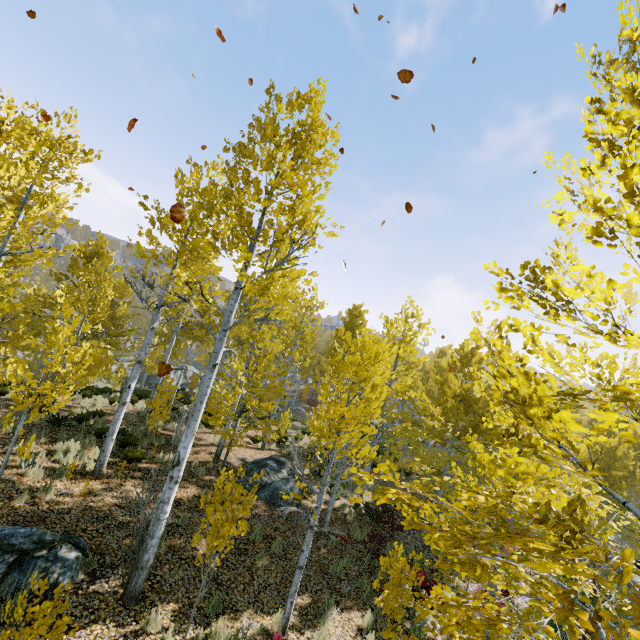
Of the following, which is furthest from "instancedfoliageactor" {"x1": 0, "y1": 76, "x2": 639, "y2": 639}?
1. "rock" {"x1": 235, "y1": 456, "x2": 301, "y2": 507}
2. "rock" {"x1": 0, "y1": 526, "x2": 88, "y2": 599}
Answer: "rock" {"x1": 235, "y1": 456, "x2": 301, "y2": 507}

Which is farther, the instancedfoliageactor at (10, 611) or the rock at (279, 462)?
the rock at (279, 462)

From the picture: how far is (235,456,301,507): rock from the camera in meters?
11.6

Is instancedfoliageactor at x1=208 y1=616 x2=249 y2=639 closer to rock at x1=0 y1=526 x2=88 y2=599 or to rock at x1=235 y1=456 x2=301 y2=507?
rock at x1=0 y1=526 x2=88 y2=599

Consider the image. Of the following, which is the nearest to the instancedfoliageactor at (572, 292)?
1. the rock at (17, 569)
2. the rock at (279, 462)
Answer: the rock at (17, 569)

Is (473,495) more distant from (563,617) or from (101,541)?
(101,541)

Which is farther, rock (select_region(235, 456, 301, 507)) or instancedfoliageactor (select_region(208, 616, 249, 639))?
rock (select_region(235, 456, 301, 507))
